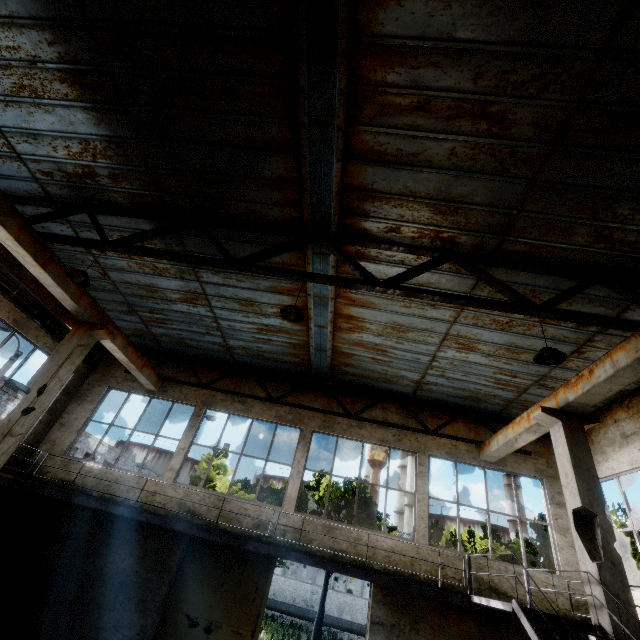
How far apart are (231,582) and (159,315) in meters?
8.6

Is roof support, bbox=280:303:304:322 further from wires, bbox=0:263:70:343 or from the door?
wires, bbox=0:263:70:343

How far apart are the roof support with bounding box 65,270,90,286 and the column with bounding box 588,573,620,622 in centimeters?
1007cm

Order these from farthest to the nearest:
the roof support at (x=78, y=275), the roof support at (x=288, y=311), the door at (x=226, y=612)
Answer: the door at (x=226, y=612) < the roof support at (x=78, y=275) < the roof support at (x=288, y=311)

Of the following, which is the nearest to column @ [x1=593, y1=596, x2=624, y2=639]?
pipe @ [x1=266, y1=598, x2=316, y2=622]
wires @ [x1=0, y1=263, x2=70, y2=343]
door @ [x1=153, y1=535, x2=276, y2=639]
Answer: door @ [x1=153, y1=535, x2=276, y2=639]

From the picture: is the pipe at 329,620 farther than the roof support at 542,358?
Yes

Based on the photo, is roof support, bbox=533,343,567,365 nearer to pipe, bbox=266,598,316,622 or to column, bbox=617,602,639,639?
column, bbox=617,602,639,639

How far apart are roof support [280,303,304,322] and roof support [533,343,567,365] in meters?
4.0
